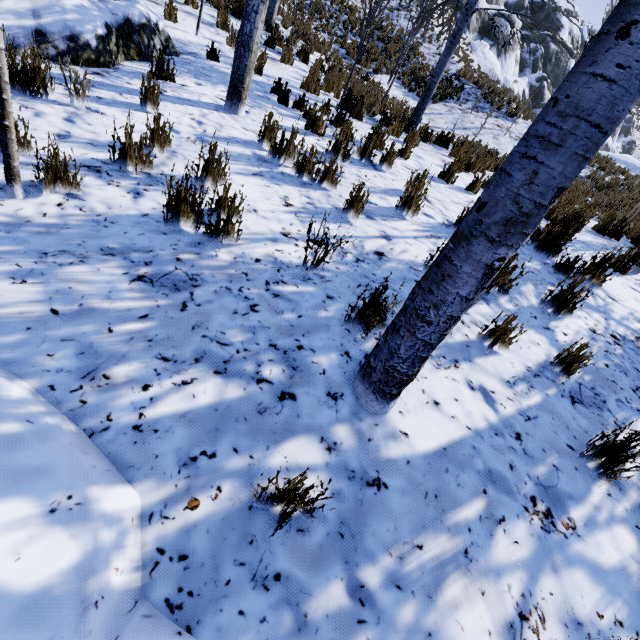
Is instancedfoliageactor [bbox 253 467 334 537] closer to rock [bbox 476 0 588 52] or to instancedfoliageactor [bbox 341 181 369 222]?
instancedfoliageactor [bbox 341 181 369 222]

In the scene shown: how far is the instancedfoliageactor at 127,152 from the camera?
2.6 meters

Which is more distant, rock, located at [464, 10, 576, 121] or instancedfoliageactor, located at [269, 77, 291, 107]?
rock, located at [464, 10, 576, 121]

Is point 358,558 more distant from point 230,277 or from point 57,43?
point 57,43

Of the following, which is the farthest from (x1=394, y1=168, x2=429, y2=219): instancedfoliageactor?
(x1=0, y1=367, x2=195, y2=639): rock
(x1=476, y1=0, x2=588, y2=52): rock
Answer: (x1=476, y1=0, x2=588, y2=52): rock

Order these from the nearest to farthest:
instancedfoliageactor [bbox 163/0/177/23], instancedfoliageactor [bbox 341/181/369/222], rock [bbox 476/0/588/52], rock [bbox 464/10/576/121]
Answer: instancedfoliageactor [bbox 341/181/369/222] < instancedfoliageactor [bbox 163/0/177/23] < rock [bbox 464/10/576/121] < rock [bbox 476/0/588/52]

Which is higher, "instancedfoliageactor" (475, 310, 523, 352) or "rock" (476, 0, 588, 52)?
"rock" (476, 0, 588, 52)

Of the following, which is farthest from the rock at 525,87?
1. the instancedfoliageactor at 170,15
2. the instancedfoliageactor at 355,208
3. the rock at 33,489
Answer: the instancedfoliageactor at 355,208
